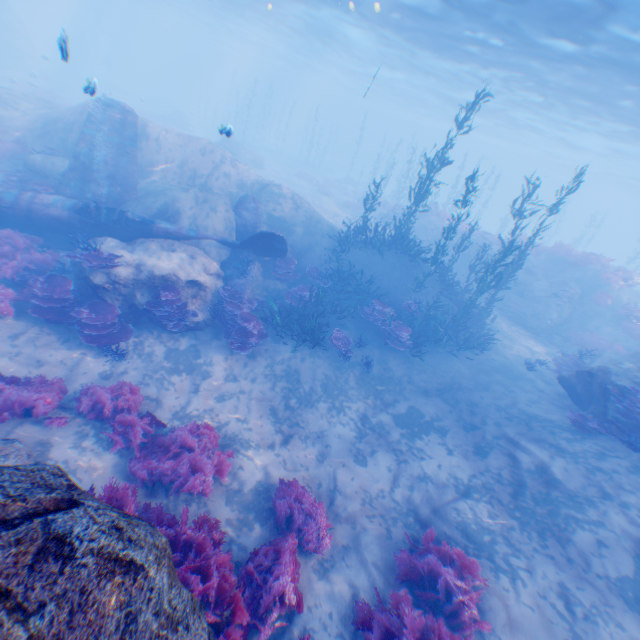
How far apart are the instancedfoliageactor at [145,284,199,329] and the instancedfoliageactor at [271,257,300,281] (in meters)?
3.86

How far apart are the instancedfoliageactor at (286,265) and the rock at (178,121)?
34.6m

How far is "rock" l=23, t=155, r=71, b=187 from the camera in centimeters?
1379cm

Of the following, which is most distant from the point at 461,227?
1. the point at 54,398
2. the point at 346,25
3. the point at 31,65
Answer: the point at 31,65

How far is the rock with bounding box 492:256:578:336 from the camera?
17.91m

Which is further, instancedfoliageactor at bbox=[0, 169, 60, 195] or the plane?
instancedfoliageactor at bbox=[0, 169, 60, 195]

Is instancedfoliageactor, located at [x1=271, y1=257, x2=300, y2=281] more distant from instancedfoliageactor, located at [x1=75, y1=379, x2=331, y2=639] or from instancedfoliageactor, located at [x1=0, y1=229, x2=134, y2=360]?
instancedfoliageactor, located at [x1=75, y1=379, x2=331, y2=639]

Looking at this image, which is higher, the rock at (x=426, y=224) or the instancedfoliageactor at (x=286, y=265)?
the rock at (x=426, y=224)
